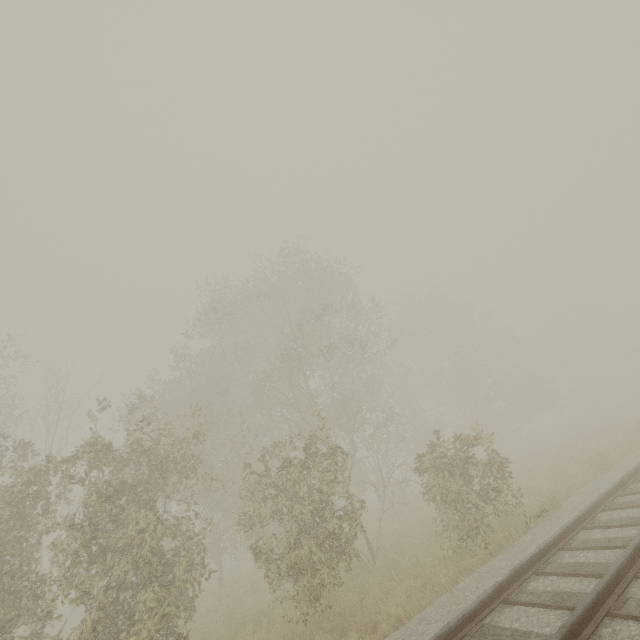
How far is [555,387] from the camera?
29.5m
